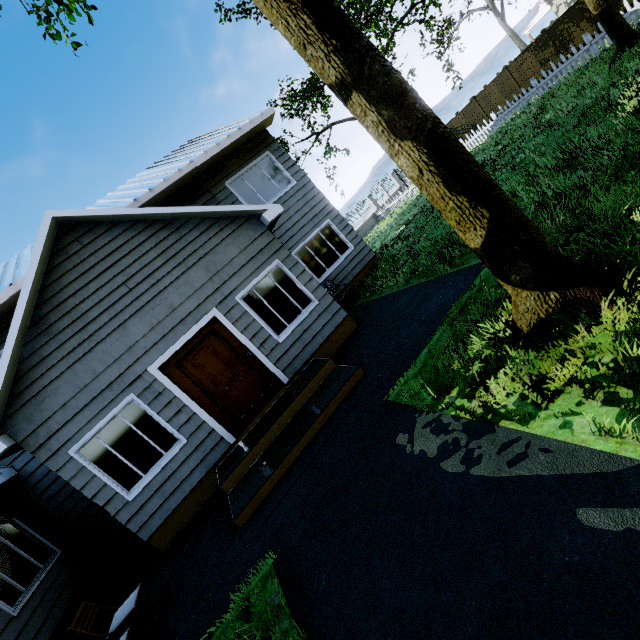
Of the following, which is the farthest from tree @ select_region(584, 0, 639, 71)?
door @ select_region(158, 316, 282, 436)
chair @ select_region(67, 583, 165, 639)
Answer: chair @ select_region(67, 583, 165, 639)

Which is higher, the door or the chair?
the door

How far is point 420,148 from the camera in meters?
2.8 m

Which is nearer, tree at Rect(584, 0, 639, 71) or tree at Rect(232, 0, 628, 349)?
tree at Rect(232, 0, 628, 349)

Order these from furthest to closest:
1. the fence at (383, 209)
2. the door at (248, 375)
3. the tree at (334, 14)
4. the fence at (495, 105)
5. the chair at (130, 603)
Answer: the fence at (383, 209), the fence at (495, 105), the door at (248, 375), the chair at (130, 603), the tree at (334, 14)

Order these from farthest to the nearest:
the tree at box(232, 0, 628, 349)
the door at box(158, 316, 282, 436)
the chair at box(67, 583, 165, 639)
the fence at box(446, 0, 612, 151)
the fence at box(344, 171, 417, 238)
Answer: the fence at box(344, 171, 417, 238) < the fence at box(446, 0, 612, 151) < the door at box(158, 316, 282, 436) < the chair at box(67, 583, 165, 639) < the tree at box(232, 0, 628, 349)

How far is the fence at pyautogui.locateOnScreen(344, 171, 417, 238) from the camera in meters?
23.1

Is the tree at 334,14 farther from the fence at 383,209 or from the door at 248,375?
the door at 248,375
